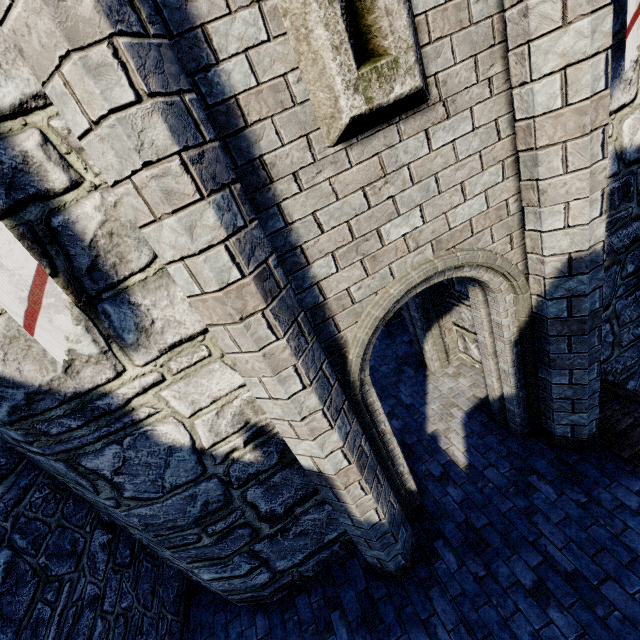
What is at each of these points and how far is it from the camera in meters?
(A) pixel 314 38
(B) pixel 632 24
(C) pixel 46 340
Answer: (A) window slit, 2.0 m
(B) flag, 2.6 m
(C) flag, 2.0 m

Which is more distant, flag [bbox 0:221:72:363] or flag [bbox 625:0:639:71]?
flag [bbox 625:0:639:71]

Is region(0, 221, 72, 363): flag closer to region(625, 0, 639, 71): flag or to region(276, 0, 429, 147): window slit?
region(276, 0, 429, 147): window slit

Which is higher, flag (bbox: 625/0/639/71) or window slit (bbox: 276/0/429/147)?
window slit (bbox: 276/0/429/147)

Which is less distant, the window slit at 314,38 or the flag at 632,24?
the window slit at 314,38

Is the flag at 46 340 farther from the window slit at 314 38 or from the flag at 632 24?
the flag at 632 24

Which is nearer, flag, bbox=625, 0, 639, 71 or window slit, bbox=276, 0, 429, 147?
window slit, bbox=276, 0, 429, 147
